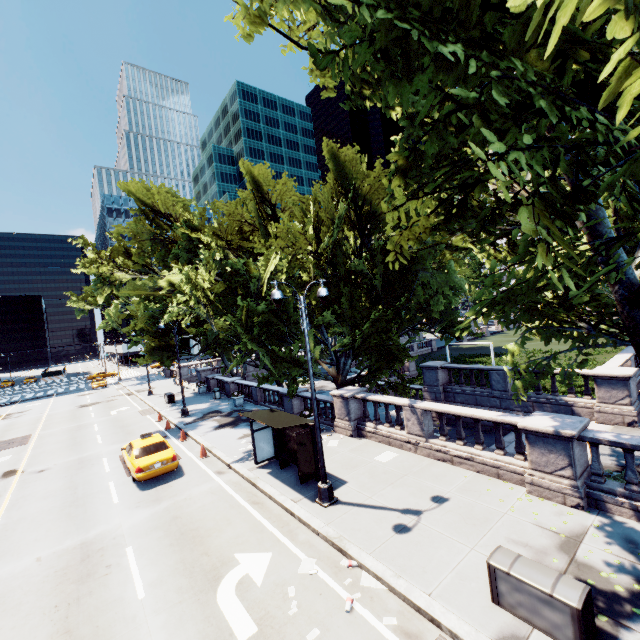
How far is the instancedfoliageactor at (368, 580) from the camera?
7.4 meters

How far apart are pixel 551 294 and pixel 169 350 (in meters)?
29.54

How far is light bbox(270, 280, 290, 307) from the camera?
10.06m

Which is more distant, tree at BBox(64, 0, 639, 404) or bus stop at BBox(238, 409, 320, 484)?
bus stop at BBox(238, 409, 320, 484)

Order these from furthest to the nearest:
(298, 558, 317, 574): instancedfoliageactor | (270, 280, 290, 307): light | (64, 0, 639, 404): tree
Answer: (270, 280, 290, 307): light < (298, 558, 317, 574): instancedfoliageactor < (64, 0, 639, 404): tree

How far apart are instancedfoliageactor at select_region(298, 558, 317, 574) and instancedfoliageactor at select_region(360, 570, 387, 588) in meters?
Result: 1.1

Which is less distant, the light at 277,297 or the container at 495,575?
the container at 495,575

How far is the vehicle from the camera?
13.9m
